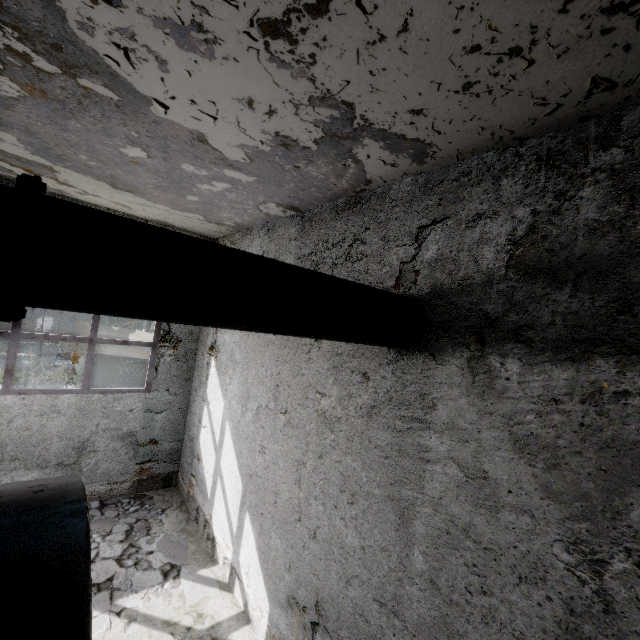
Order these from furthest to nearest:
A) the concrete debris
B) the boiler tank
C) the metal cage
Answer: the metal cage, the concrete debris, the boiler tank

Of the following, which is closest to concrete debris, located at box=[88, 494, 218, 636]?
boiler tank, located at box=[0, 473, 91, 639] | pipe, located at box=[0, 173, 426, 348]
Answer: boiler tank, located at box=[0, 473, 91, 639]

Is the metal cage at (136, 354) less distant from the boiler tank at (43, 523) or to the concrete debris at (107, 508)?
the concrete debris at (107, 508)

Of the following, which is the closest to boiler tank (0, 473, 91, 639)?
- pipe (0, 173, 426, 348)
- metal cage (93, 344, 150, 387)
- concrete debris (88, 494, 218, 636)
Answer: concrete debris (88, 494, 218, 636)

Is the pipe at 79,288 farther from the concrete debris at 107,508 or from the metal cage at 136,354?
the metal cage at 136,354

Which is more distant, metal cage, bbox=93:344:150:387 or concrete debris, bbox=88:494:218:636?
metal cage, bbox=93:344:150:387

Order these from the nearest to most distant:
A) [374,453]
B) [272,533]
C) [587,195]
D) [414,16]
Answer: [414,16] → [587,195] → [374,453] → [272,533]

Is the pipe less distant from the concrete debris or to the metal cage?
the concrete debris
